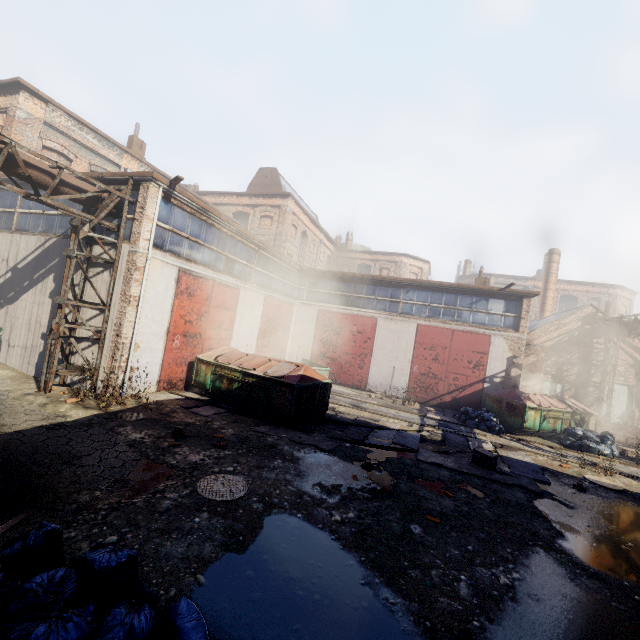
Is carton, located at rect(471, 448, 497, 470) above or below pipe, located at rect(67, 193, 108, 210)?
below

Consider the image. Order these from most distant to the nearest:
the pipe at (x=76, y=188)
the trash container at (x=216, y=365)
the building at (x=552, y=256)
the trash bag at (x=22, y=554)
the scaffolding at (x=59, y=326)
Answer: the building at (x=552, y=256)
the trash container at (x=216, y=365)
the pipe at (x=76, y=188)
the scaffolding at (x=59, y=326)
the trash bag at (x=22, y=554)

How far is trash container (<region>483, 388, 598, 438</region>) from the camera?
13.7 meters

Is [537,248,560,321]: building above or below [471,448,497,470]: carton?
above

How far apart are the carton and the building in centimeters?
2266cm

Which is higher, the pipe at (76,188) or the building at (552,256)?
the building at (552,256)

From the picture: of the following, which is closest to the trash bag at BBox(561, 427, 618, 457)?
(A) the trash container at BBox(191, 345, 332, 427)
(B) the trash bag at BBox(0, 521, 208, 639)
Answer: (A) the trash container at BBox(191, 345, 332, 427)

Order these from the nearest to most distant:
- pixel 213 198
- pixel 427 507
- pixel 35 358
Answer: pixel 427 507 → pixel 35 358 → pixel 213 198
